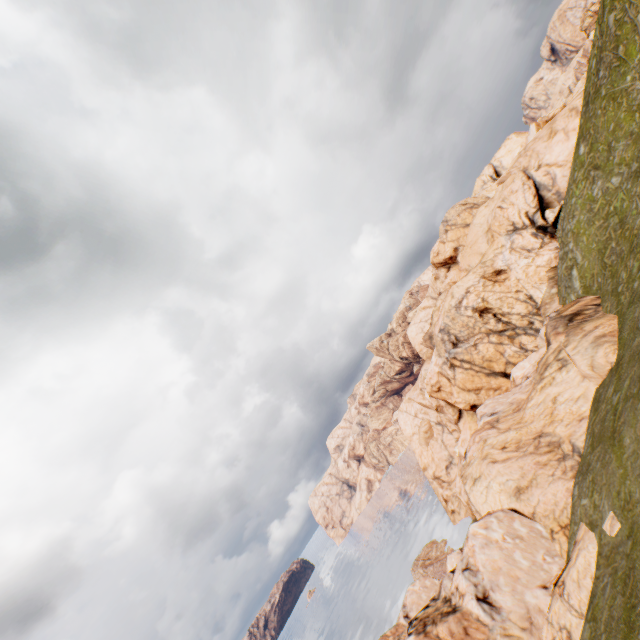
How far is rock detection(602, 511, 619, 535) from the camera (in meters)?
13.36

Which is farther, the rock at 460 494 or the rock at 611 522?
the rock at 460 494

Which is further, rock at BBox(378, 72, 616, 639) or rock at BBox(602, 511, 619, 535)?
rock at BBox(378, 72, 616, 639)

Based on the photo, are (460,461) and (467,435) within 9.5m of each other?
yes

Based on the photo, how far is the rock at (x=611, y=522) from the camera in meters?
13.4
